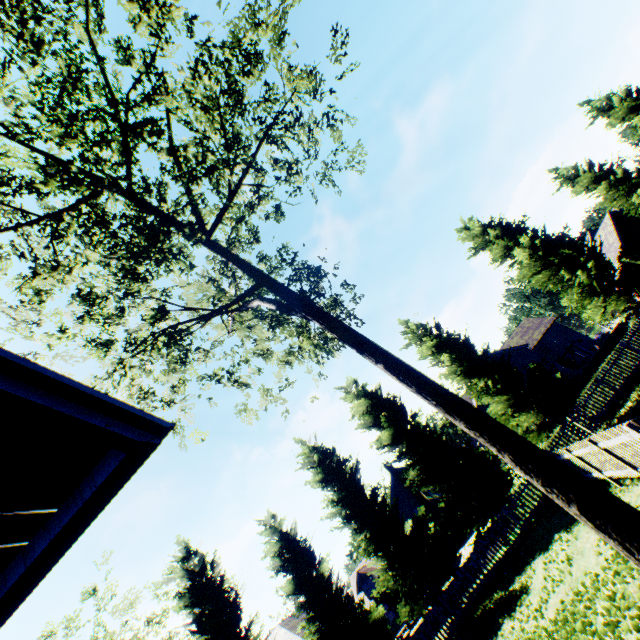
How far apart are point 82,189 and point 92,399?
12.03m

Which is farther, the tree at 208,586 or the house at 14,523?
the tree at 208,586

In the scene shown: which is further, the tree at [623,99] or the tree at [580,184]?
the tree at [623,99]

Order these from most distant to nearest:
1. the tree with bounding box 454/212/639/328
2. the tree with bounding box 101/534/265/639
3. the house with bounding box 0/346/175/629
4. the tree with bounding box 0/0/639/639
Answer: the tree with bounding box 454/212/639/328 < the tree with bounding box 101/534/265/639 < the tree with bounding box 0/0/639/639 < the house with bounding box 0/346/175/629

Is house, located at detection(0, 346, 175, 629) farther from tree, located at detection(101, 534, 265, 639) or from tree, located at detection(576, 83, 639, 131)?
tree, located at detection(576, 83, 639, 131)

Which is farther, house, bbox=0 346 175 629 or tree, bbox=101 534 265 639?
tree, bbox=101 534 265 639

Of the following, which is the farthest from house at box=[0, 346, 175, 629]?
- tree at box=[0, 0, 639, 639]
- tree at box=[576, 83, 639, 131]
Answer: tree at box=[576, 83, 639, 131]
